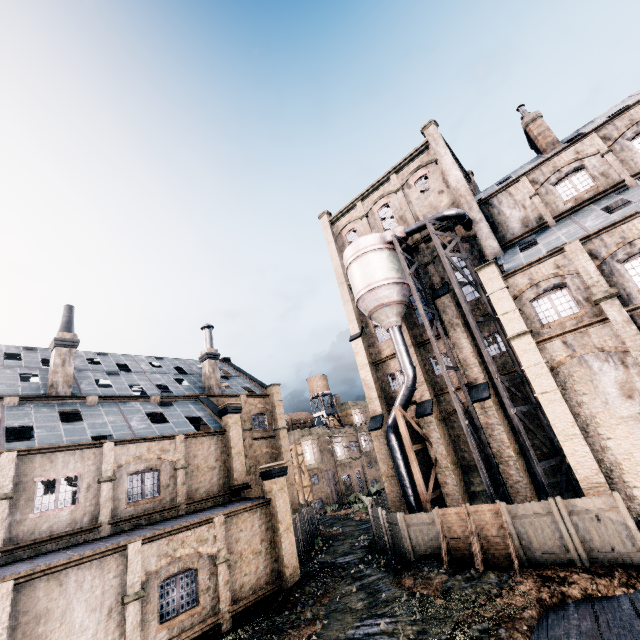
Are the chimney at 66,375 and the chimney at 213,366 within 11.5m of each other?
yes

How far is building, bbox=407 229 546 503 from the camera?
20.91m

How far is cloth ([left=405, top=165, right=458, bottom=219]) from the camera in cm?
2866

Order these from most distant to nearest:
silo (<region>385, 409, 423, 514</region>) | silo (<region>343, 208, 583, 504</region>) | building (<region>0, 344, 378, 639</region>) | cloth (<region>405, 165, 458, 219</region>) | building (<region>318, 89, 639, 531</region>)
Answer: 1. cloth (<region>405, 165, 458, 219</region>)
2. silo (<region>385, 409, 423, 514</region>)
3. silo (<region>343, 208, 583, 504</region>)
4. building (<region>318, 89, 639, 531</region>)
5. building (<region>0, 344, 378, 639</region>)

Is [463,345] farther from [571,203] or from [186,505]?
[186,505]

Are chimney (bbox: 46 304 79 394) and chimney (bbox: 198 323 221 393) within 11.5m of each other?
yes

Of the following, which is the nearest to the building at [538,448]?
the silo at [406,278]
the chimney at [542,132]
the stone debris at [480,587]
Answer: the silo at [406,278]

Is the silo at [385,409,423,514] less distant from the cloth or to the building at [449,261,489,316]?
the building at [449,261,489,316]
